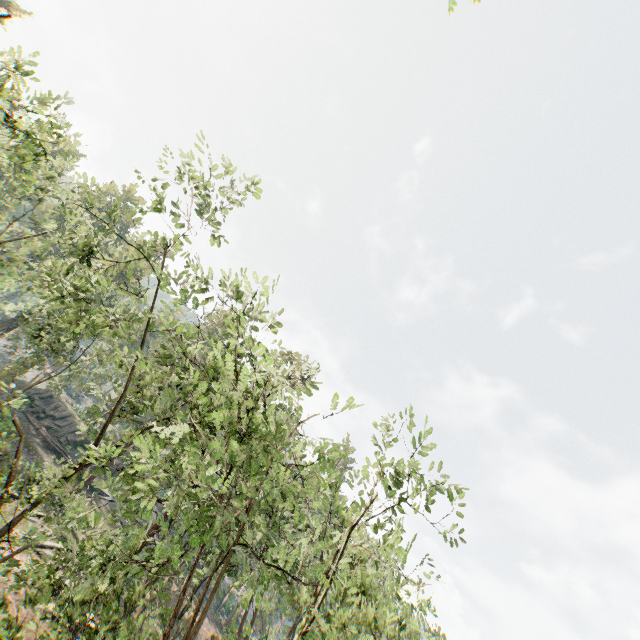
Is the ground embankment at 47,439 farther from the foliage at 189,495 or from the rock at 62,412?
the foliage at 189,495

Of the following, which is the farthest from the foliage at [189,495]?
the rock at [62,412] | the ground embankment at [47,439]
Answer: the ground embankment at [47,439]

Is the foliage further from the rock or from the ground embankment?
the ground embankment

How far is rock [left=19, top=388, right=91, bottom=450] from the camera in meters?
42.3

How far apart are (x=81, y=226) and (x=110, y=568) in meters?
12.7 m

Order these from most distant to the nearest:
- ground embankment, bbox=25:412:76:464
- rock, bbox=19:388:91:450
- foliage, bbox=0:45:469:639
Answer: rock, bbox=19:388:91:450
ground embankment, bbox=25:412:76:464
foliage, bbox=0:45:469:639

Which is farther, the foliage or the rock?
the rock
